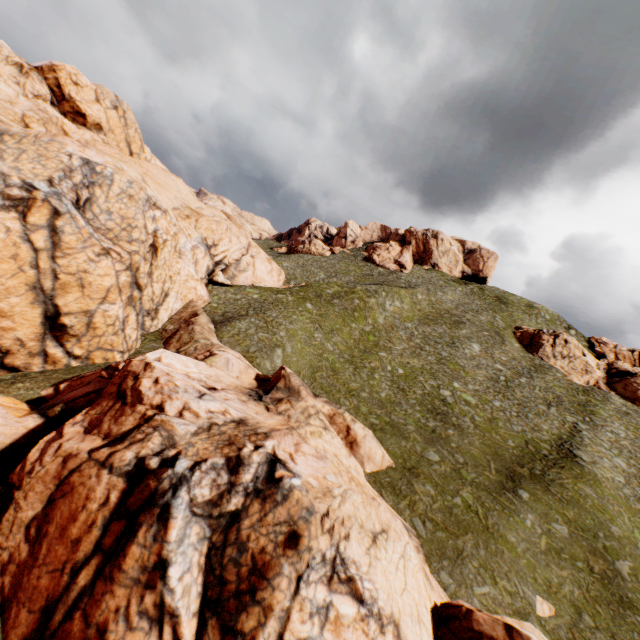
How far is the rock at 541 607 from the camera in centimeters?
1577cm

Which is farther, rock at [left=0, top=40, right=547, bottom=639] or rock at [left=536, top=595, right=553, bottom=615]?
rock at [left=536, top=595, right=553, bottom=615]

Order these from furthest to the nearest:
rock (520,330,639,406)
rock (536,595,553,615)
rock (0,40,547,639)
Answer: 1. rock (520,330,639,406)
2. rock (536,595,553,615)
3. rock (0,40,547,639)

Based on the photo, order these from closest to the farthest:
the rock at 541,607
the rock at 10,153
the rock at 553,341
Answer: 1. the rock at 10,153
2. the rock at 541,607
3. the rock at 553,341

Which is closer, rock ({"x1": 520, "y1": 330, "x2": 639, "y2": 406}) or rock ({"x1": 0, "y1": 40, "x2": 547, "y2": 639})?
rock ({"x1": 0, "y1": 40, "x2": 547, "y2": 639})

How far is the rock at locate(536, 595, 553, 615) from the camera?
15.77m

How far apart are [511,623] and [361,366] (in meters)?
25.05
